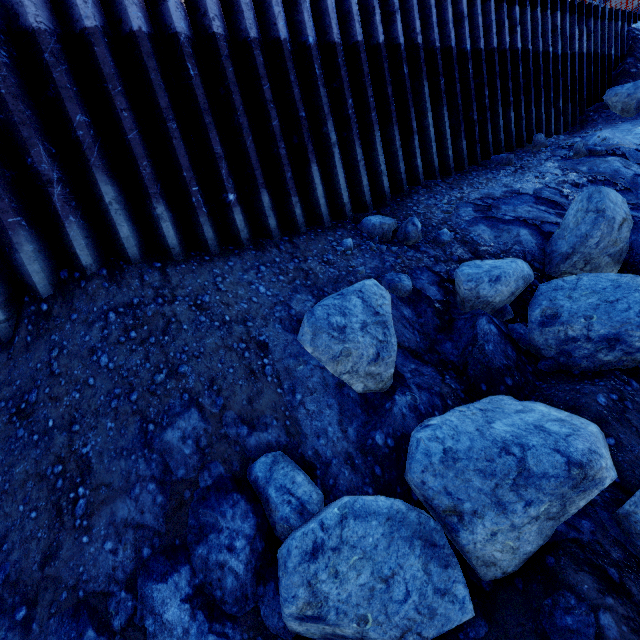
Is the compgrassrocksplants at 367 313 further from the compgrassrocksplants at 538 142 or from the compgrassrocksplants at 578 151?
the compgrassrocksplants at 538 142

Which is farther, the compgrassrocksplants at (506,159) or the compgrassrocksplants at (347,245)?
the compgrassrocksplants at (506,159)

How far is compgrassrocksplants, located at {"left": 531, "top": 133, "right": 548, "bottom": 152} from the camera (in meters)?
7.43

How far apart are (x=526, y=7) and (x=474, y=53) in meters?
2.3 m

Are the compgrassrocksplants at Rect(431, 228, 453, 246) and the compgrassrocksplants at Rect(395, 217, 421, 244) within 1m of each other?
yes

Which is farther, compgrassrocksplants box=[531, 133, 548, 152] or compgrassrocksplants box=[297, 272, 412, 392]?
compgrassrocksplants box=[531, 133, 548, 152]

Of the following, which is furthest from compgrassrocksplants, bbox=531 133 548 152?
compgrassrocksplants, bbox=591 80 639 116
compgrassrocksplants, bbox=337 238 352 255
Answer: compgrassrocksplants, bbox=337 238 352 255

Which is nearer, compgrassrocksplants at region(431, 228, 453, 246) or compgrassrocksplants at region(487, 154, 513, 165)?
compgrassrocksplants at region(431, 228, 453, 246)
